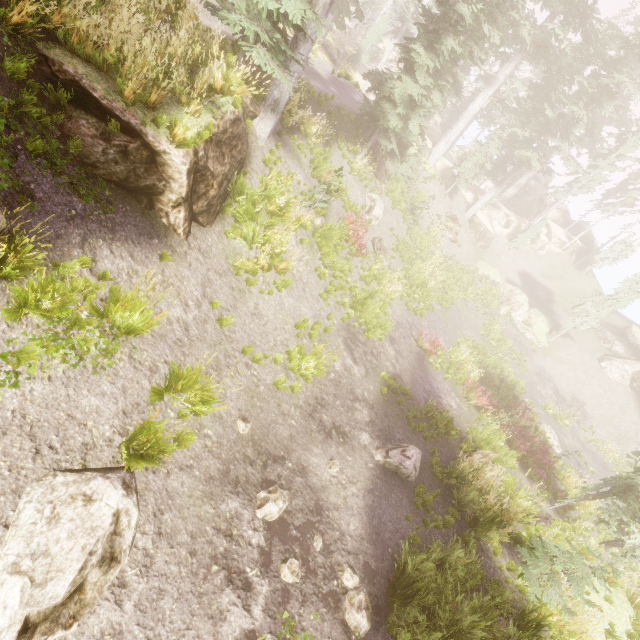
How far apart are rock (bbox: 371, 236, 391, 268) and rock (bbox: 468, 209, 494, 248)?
19.49m

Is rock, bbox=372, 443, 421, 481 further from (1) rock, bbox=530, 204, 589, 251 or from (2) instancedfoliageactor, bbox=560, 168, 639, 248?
(1) rock, bbox=530, 204, 589, 251

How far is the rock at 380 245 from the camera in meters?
18.7 m

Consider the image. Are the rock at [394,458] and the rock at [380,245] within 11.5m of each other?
yes

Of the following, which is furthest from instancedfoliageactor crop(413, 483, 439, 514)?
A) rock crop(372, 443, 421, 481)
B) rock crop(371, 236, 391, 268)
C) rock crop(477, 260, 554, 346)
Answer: rock crop(371, 236, 391, 268)

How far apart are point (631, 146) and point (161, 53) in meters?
44.7

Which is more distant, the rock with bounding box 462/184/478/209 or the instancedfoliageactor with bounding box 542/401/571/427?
the rock with bounding box 462/184/478/209

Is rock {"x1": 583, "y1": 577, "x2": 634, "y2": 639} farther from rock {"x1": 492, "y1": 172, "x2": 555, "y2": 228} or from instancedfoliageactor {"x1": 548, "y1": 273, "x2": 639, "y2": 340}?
rock {"x1": 492, "y1": 172, "x2": 555, "y2": 228}
